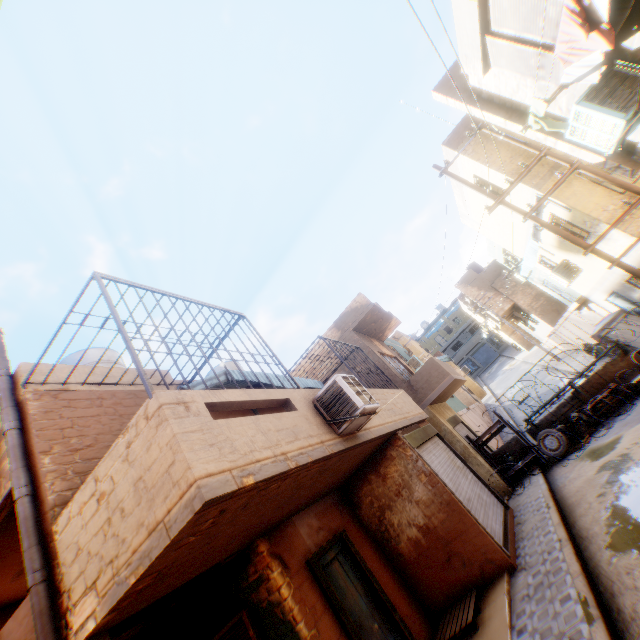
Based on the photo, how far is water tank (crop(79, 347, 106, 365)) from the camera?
8.27m

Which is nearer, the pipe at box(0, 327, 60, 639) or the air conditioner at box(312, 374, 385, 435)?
the pipe at box(0, 327, 60, 639)

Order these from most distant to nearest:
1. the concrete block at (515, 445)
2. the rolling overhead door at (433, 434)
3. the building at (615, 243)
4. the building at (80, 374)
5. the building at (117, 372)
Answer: the concrete block at (515, 445)
the building at (615, 243)
the rolling overhead door at (433, 434)
the building at (117, 372)
the building at (80, 374)

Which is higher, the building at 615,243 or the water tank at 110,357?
the water tank at 110,357

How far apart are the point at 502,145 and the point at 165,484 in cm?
1401

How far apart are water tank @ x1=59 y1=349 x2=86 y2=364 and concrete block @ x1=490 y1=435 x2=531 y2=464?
13.6m

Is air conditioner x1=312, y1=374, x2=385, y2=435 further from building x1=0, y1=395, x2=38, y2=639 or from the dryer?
the dryer

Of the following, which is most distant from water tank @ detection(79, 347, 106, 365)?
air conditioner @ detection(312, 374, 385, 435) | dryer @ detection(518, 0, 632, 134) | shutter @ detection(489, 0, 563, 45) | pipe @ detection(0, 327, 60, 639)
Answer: shutter @ detection(489, 0, 563, 45)
